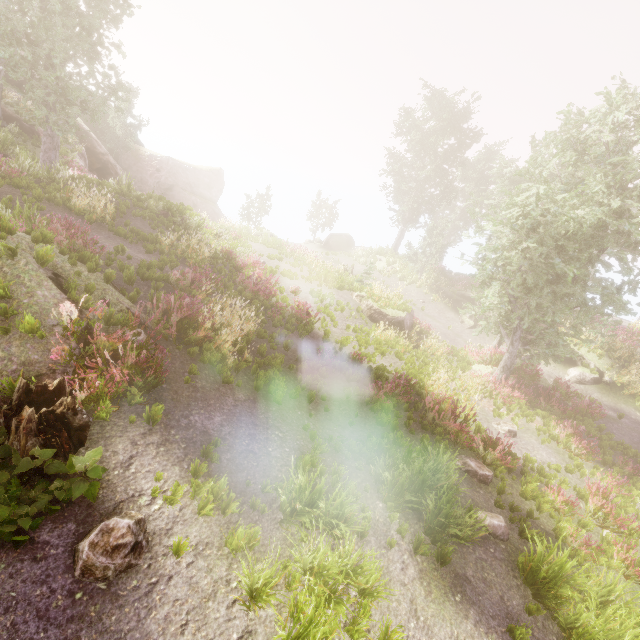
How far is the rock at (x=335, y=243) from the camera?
35.97m

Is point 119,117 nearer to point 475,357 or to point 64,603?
point 475,357

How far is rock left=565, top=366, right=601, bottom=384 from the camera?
18.5m

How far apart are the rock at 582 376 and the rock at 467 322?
5.9m

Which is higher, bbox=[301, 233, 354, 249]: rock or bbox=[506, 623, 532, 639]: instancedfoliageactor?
bbox=[301, 233, 354, 249]: rock

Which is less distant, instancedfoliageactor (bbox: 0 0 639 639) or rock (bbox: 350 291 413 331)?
instancedfoliageactor (bbox: 0 0 639 639)

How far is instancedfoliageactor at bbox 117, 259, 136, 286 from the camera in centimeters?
846cm
